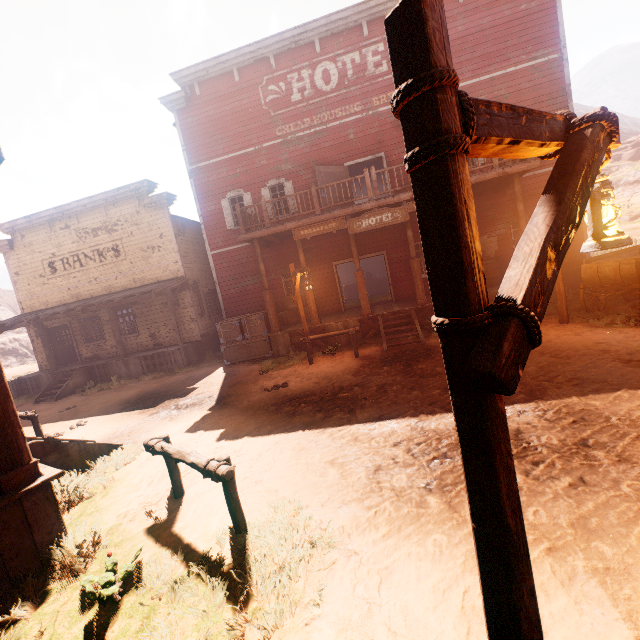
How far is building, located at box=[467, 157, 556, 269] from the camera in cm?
1016

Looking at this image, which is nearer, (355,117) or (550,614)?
(550,614)

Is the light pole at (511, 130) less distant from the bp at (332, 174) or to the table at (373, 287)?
the bp at (332, 174)

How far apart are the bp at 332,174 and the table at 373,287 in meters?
9.6 m

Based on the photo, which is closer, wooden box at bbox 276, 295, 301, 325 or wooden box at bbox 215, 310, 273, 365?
wooden box at bbox 215, 310, 273, 365

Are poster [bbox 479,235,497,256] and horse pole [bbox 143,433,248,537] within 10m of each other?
no

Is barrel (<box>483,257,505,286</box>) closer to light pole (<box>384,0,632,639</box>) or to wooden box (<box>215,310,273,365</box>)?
wooden box (<box>215,310,273,365</box>)
